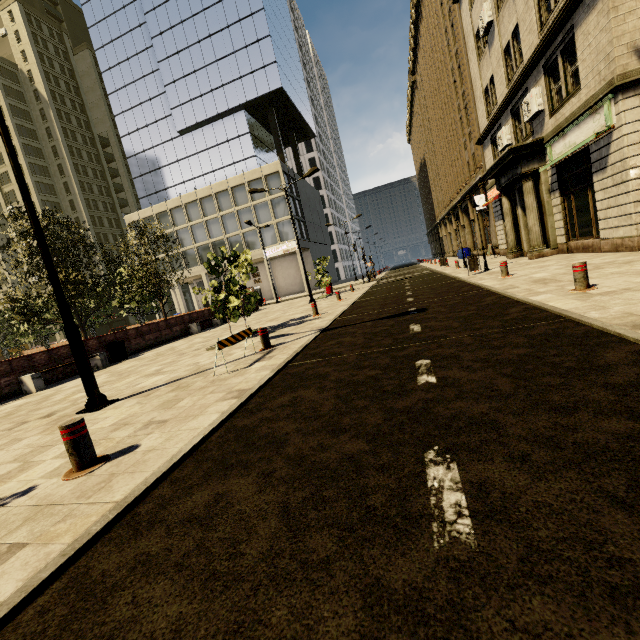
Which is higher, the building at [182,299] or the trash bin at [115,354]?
the building at [182,299]

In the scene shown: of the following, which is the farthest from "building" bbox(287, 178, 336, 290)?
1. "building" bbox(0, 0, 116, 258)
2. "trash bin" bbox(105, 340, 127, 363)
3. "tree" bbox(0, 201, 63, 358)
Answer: "trash bin" bbox(105, 340, 127, 363)

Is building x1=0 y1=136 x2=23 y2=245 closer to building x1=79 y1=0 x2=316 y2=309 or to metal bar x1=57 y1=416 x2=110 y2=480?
Answer: building x1=79 y1=0 x2=316 y2=309

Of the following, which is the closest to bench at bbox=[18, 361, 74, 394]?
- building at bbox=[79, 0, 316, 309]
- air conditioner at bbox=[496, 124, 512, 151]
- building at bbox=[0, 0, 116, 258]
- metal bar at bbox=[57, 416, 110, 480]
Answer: metal bar at bbox=[57, 416, 110, 480]

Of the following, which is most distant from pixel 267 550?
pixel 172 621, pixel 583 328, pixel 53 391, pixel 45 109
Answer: pixel 45 109

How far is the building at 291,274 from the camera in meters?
43.4 m

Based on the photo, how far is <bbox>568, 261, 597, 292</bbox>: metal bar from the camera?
6.2m

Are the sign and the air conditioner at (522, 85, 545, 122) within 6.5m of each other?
yes
